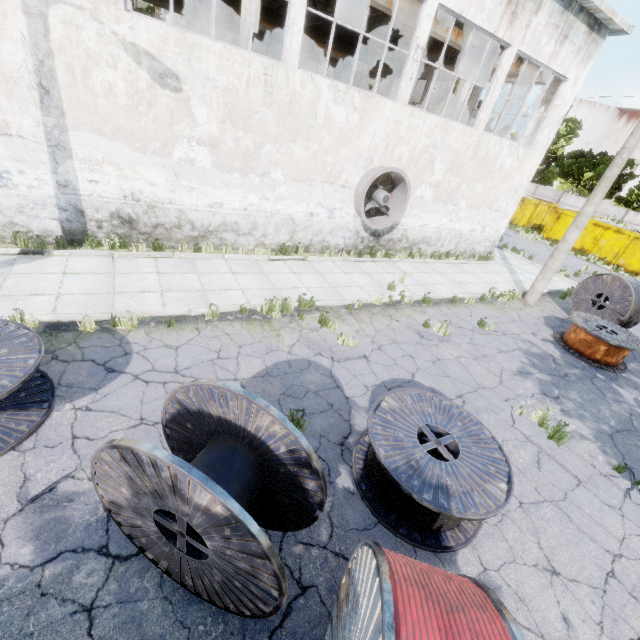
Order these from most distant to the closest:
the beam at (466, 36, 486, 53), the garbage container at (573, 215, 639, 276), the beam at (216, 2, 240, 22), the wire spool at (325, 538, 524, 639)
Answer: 1. the garbage container at (573, 215, 639, 276)
2. the beam at (216, 2, 240, 22)
3. the beam at (466, 36, 486, 53)
4. the wire spool at (325, 538, 524, 639)

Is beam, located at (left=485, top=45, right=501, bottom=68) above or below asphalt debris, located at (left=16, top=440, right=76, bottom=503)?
above

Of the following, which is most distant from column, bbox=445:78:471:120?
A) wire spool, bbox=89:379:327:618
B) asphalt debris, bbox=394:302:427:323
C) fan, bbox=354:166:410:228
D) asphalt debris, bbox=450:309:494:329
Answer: wire spool, bbox=89:379:327:618

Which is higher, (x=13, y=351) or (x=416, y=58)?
(x=416, y=58)

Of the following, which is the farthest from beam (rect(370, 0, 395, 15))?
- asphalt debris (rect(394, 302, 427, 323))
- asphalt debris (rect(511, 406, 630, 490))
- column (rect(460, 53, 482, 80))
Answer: asphalt debris (rect(511, 406, 630, 490))

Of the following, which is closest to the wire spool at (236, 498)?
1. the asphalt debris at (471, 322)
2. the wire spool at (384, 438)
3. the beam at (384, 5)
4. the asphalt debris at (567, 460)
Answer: the wire spool at (384, 438)

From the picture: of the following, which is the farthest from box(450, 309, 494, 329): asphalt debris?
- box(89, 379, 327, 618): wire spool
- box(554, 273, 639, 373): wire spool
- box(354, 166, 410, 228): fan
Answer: box(89, 379, 327, 618): wire spool

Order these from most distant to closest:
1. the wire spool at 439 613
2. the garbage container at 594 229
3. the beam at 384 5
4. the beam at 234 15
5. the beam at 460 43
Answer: the garbage container at 594 229
the beam at 234 15
the beam at 460 43
the beam at 384 5
the wire spool at 439 613
